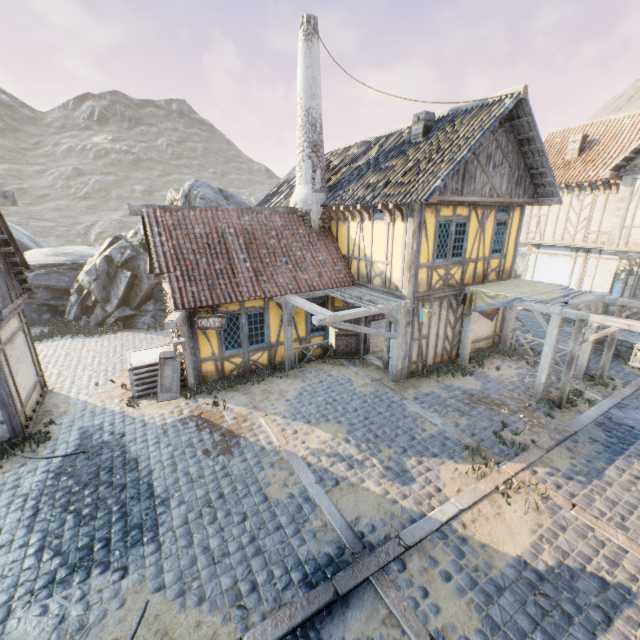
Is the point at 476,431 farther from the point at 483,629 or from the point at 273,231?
the point at 273,231

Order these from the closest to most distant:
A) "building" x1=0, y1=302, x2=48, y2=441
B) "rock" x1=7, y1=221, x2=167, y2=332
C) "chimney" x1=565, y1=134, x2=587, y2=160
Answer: "building" x1=0, y1=302, x2=48, y2=441, "chimney" x1=565, y1=134, x2=587, y2=160, "rock" x1=7, y1=221, x2=167, y2=332

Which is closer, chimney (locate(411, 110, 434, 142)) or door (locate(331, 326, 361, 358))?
chimney (locate(411, 110, 434, 142))

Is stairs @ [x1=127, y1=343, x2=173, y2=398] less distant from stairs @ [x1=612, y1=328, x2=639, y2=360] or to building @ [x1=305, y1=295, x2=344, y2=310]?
building @ [x1=305, y1=295, x2=344, y2=310]

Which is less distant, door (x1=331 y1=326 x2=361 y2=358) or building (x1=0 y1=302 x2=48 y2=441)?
building (x1=0 y1=302 x2=48 y2=441)

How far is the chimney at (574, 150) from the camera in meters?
15.9 m

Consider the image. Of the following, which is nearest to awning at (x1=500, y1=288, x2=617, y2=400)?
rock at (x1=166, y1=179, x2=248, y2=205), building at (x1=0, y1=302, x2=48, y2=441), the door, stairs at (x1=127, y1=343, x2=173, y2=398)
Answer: the door

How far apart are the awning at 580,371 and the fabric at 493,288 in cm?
1
